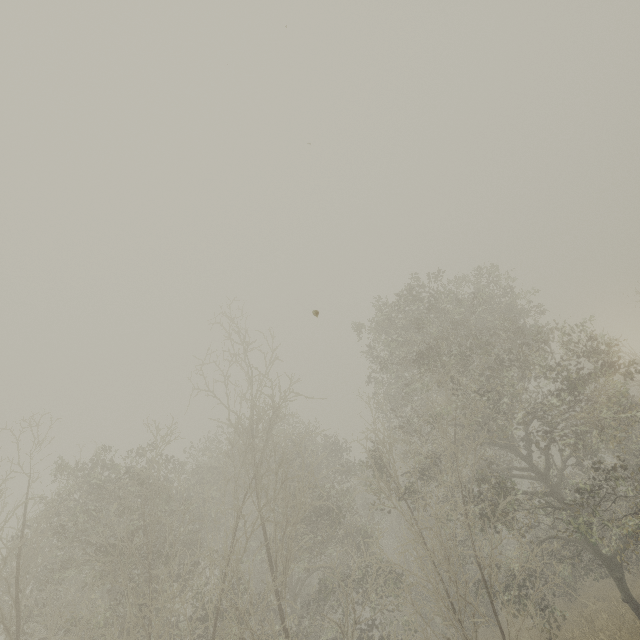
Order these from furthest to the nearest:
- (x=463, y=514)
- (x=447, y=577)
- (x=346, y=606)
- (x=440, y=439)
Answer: (x=447, y=577)
(x=440, y=439)
(x=346, y=606)
(x=463, y=514)
